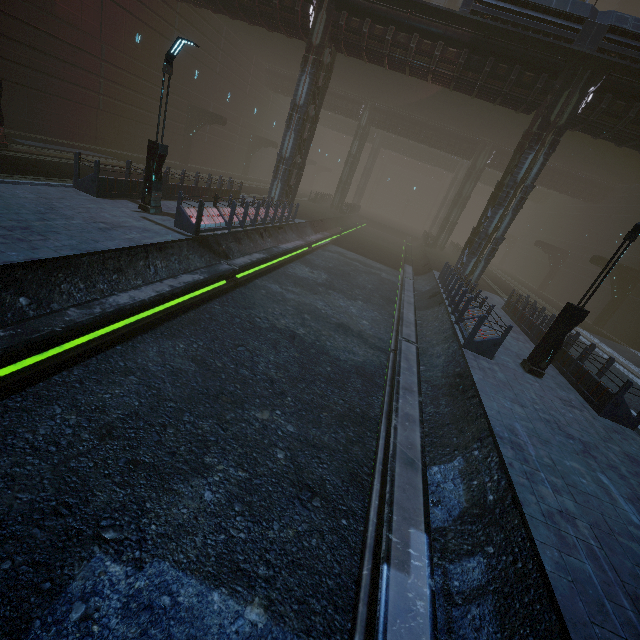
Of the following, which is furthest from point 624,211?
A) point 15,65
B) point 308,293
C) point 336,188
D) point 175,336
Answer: point 15,65

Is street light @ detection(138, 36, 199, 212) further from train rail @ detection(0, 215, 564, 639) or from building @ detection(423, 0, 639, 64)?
train rail @ detection(0, 215, 564, 639)

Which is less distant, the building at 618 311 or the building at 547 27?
the building at 547 27

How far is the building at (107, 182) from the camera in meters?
11.4

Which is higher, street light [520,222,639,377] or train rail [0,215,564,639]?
street light [520,222,639,377]

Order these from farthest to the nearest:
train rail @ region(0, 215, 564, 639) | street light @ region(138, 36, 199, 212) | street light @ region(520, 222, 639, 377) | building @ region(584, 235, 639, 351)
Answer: building @ region(584, 235, 639, 351)
street light @ region(138, 36, 199, 212)
street light @ region(520, 222, 639, 377)
train rail @ region(0, 215, 564, 639)

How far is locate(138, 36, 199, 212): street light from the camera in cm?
1025

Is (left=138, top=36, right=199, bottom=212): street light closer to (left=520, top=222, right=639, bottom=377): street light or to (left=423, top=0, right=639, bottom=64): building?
(left=423, top=0, right=639, bottom=64): building
